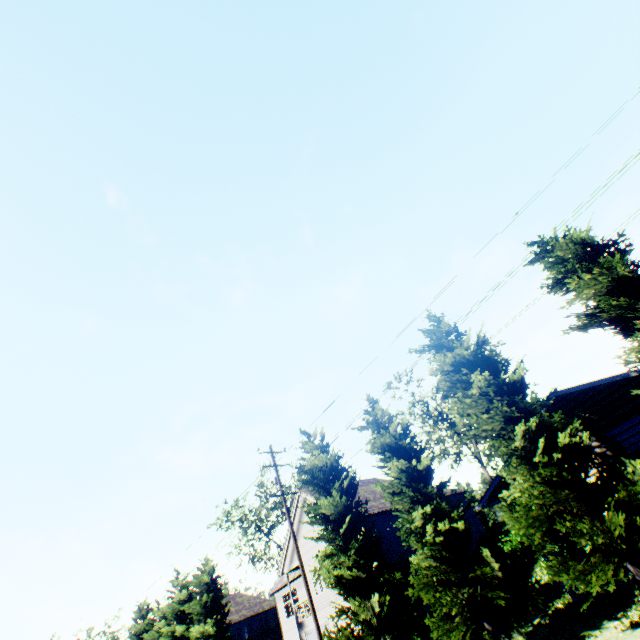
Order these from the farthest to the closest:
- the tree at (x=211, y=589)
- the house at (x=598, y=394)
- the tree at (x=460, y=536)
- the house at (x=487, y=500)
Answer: the tree at (x=211, y=589), the house at (x=487, y=500), the house at (x=598, y=394), the tree at (x=460, y=536)

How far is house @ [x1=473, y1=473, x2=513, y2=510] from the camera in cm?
1526

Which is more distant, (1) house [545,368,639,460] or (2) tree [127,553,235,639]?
(2) tree [127,553,235,639]

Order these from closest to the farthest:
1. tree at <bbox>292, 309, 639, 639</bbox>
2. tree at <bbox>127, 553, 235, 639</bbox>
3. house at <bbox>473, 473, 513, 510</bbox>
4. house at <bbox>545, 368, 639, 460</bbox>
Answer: tree at <bbox>292, 309, 639, 639</bbox> < house at <bbox>545, 368, 639, 460</bbox> < house at <bbox>473, 473, 513, 510</bbox> < tree at <bbox>127, 553, 235, 639</bbox>

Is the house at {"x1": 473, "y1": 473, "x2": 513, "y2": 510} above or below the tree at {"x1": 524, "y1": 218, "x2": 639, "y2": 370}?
below

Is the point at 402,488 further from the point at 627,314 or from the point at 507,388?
the point at 627,314

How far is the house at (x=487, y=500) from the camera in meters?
15.3
